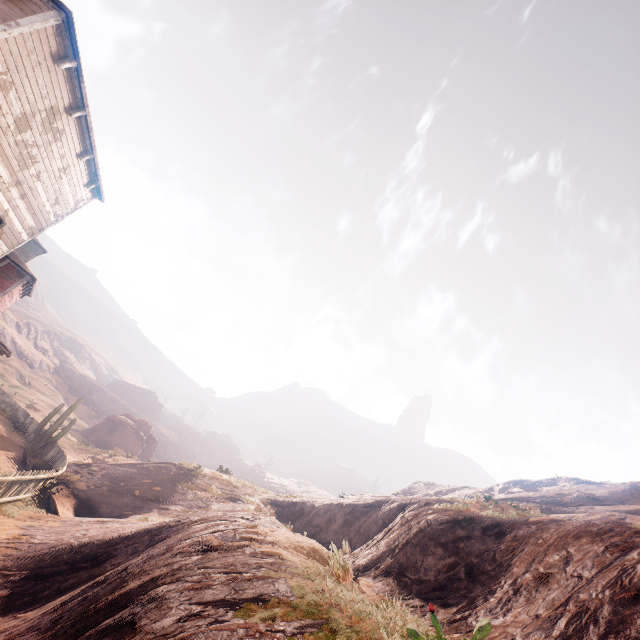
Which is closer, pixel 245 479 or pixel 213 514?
pixel 213 514

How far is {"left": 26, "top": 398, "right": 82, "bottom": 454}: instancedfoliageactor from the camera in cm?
1733

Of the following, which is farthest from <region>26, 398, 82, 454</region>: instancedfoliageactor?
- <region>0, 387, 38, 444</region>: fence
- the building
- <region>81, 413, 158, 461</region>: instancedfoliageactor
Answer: <region>81, 413, 158, 461</region>: instancedfoliageactor

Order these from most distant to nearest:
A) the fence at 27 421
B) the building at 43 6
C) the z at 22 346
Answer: the z at 22 346, the fence at 27 421, the building at 43 6

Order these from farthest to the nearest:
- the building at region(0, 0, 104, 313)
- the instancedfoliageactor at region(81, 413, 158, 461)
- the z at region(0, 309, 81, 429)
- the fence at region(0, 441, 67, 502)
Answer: the instancedfoliageactor at region(81, 413, 158, 461) < the z at region(0, 309, 81, 429) < the fence at region(0, 441, 67, 502) < the building at region(0, 0, 104, 313)

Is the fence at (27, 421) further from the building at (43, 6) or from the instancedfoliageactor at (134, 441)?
the instancedfoliageactor at (134, 441)

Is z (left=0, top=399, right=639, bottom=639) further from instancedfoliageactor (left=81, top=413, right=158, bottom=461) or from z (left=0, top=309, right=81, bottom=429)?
z (left=0, top=309, right=81, bottom=429)

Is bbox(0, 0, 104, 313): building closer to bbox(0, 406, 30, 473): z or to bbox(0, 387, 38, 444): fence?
bbox(0, 406, 30, 473): z
